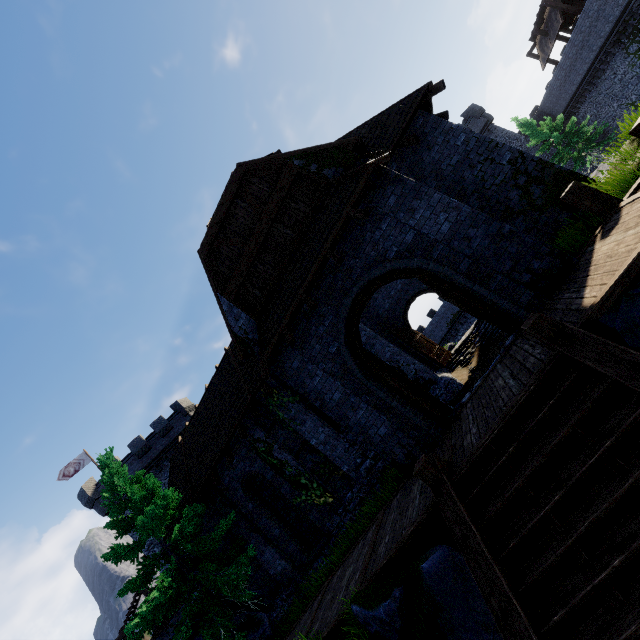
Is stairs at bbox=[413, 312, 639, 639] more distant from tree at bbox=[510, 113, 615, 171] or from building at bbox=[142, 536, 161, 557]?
tree at bbox=[510, 113, 615, 171]

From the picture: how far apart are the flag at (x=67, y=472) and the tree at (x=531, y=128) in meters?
→ 50.7 m

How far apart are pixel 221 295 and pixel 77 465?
32.75m

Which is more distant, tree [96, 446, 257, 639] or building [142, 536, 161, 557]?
building [142, 536, 161, 557]

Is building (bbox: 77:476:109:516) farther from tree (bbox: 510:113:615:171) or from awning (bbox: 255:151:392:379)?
tree (bbox: 510:113:615:171)

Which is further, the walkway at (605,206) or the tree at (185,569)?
the tree at (185,569)

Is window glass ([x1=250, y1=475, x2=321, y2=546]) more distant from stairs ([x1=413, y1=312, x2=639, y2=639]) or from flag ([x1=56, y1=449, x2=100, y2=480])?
flag ([x1=56, y1=449, x2=100, y2=480])

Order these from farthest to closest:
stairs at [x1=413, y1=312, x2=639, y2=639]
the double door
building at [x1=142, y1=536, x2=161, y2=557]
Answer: building at [x1=142, y1=536, x2=161, y2=557] → the double door → stairs at [x1=413, y1=312, x2=639, y2=639]
